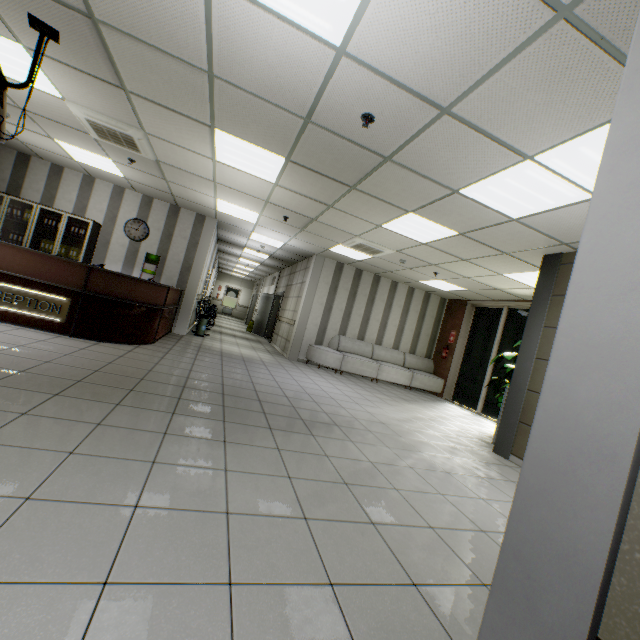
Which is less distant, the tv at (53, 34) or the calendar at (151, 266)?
the tv at (53, 34)

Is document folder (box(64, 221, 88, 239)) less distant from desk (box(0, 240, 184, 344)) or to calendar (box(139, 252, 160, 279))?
calendar (box(139, 252, 160, 279))

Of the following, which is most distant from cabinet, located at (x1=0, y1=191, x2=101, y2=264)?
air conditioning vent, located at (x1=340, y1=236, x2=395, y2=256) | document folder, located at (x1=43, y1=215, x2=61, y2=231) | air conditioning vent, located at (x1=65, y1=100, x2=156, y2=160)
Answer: air conditioning vent, located at (x1=340, y1=236, x2=395, y2=256)

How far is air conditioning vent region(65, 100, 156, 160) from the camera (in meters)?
4.52

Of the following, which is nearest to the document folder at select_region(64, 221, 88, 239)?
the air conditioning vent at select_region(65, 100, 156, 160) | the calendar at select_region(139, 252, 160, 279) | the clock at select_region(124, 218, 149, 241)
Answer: the clock at select_region(124, 218, 149, 241)

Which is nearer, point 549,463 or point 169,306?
point 549,463

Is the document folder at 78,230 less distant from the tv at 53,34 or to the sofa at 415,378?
the tv at 53,34

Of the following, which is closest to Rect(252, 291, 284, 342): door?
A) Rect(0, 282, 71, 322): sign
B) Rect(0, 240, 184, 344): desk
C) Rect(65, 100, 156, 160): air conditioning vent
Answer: Rect(0, 240, 184, 344): desk
